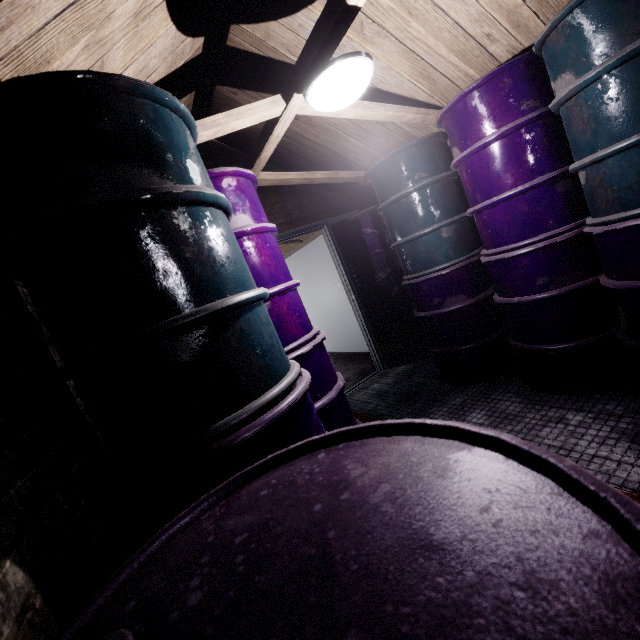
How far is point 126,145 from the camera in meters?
0.9

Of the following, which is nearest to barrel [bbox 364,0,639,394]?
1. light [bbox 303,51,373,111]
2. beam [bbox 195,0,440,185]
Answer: beam [bbox 195,0,440,185]

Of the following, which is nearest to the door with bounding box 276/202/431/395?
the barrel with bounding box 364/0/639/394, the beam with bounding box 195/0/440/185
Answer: the beam with bounding box 195/0/440/185

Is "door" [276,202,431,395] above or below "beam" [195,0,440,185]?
below

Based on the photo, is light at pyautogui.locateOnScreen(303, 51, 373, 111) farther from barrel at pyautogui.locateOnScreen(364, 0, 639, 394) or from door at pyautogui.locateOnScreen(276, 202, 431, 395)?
door at pyautogui.locateOnScreen(276, 202, 431, 395)

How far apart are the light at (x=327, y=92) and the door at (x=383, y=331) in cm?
196

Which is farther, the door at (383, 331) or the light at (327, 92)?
the door at (383, 331)
